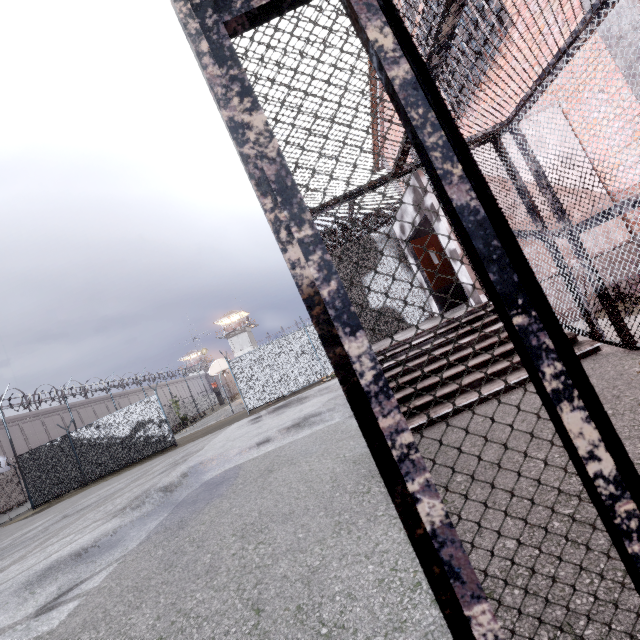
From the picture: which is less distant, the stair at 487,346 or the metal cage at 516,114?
the metal cage at 516,114

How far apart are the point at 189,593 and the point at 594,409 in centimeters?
343cm

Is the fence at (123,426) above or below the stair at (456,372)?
above

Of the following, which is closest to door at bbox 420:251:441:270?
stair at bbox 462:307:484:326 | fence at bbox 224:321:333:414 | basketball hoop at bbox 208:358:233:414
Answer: stair at bbox 462:307:484:326

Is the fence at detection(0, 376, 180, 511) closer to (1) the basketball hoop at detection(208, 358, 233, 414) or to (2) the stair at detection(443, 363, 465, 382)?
(1) the basketball hoop at detection(208, 358, 233, 414)

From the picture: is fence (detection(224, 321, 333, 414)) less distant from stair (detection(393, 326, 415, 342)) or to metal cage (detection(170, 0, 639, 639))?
metal cage (detection(170, 0, 639, 639))

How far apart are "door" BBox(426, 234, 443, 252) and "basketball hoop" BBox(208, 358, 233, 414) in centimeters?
1591cm
